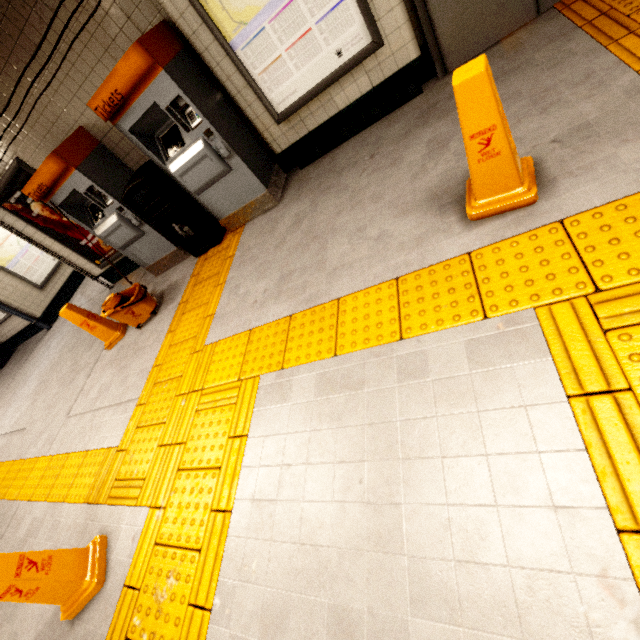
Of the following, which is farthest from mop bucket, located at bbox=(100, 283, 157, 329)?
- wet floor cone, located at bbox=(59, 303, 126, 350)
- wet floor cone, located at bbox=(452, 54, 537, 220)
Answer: wet floor cone, located at bbox=(452, 54, 537, 220)

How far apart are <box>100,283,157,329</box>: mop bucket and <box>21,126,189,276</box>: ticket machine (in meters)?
0.72

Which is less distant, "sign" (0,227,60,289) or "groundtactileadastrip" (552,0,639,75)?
"groundtactileadastrip" (552,0,639,75)

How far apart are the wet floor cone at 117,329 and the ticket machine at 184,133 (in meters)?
2.17

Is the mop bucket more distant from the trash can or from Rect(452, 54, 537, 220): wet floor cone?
Rect(452, 54, 537, 220): wet floor cone

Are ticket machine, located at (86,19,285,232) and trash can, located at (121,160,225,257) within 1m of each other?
yes

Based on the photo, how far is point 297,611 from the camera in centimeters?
144cm

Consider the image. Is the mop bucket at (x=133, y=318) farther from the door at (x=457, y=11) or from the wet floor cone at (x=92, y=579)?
the door at (x=457, y=11)
